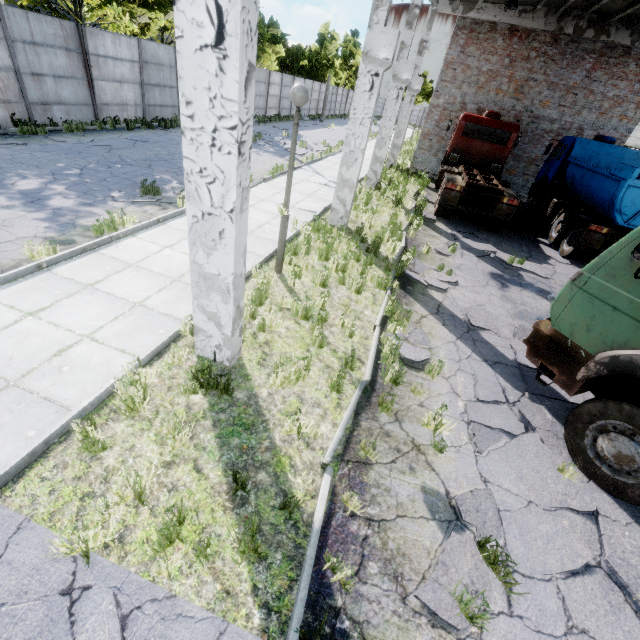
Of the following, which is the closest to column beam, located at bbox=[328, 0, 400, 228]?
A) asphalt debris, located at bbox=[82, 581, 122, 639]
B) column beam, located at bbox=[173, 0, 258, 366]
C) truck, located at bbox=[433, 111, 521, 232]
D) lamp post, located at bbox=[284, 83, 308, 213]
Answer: truck, located at bbox=[433, 111, 521, 232]

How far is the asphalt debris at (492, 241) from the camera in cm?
1020

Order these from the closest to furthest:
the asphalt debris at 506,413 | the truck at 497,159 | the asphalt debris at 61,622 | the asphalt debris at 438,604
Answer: the asphalt debris at 61,622 < the asphalt debris at 438,604 < the asphalt debris at 506,413 < the truck at 497,159

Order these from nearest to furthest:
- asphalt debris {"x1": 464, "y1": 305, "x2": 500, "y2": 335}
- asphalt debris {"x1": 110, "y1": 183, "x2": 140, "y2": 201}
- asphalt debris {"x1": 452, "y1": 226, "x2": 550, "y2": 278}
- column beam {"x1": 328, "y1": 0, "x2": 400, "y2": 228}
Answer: asphalt debris {"x1": 464, "y1": 305, "x2": 500, "y2": 335}, column beam {"x1": 328, "y1": 0, "x2": 400, "y2": 228}, asphalt debris {"x1": 110, "y1": 183, "x2": 140, "y2": 201}, asphalt debris {"x1": 452, "y1": 226, "x2": 550, "y2": 278}

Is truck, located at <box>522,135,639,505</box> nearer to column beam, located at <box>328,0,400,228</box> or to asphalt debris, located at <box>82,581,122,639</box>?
column beam, located at <box>328,0,400,228</box>

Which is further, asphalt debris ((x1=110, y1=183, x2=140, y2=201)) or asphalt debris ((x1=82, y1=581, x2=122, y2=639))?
asphalt debris ((x1=110, y1=183, x2=140, y2=201))

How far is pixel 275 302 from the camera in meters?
6.3 m

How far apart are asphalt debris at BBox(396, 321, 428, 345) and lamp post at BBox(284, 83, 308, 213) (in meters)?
2.77
